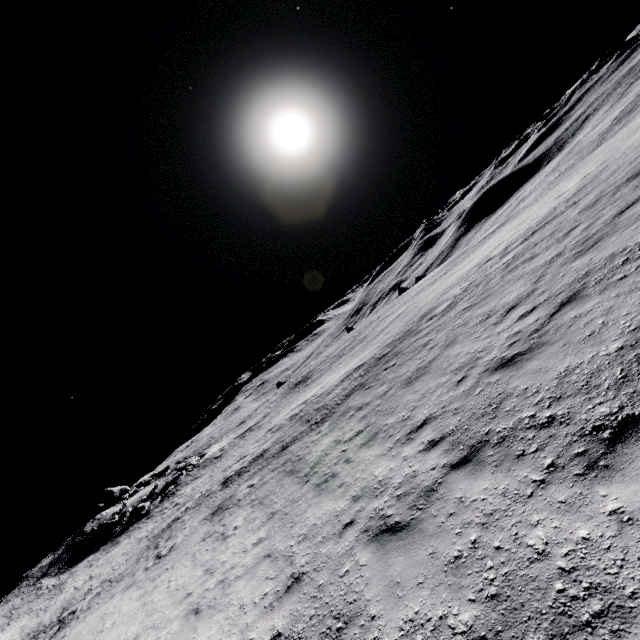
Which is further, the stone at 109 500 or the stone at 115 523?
the stone at 109 500

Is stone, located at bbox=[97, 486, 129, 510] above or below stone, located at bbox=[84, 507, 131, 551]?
above

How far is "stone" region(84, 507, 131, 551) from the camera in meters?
33.3 m

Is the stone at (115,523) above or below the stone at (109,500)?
below

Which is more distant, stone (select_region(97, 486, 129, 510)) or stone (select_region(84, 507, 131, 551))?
stone (select_region(97, 486, 129, 510))

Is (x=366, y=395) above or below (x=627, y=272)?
below

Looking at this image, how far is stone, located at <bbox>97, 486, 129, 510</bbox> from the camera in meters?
44.5
